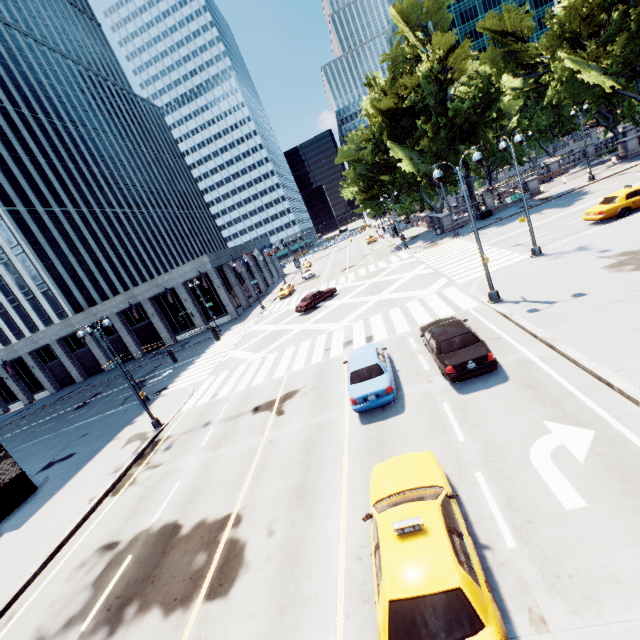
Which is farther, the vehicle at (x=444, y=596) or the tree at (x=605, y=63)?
the tree at (x=605, y=63)

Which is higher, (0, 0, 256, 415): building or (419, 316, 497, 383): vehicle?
(0, 0, 256, 415): building

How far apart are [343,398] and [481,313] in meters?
8.4

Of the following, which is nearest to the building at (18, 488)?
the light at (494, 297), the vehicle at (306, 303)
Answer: the vehicle at (306, 303)

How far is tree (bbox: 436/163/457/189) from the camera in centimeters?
3838cm

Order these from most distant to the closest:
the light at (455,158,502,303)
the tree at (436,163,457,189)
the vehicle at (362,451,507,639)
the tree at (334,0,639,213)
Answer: the tree at (436,163,457,189) → the tree at (334,0,639,213) → the light at (455,158,502,303) → the vehicle at (362,451,507,639)

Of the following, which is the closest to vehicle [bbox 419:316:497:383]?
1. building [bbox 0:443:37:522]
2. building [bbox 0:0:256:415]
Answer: building [bbox 0:443:37:522]
